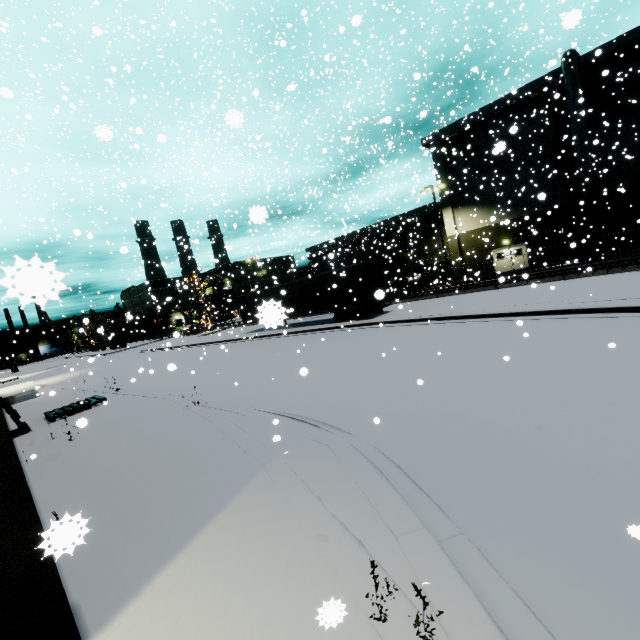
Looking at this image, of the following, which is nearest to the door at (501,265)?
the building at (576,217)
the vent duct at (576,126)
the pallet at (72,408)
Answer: the building at (576,217)

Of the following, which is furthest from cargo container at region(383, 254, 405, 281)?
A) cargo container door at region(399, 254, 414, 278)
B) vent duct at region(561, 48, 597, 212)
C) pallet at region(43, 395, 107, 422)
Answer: pallet at region(43, 395, 107, 422)

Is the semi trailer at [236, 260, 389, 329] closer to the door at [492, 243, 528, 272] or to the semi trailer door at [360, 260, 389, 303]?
the semi trailer door at [360, 260, 389, 303]

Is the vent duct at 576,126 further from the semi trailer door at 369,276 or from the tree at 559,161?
the semi trailer door at 369,276

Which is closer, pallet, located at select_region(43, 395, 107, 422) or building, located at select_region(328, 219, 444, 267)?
pallet, located at select_region(43, 395, 107, 422)

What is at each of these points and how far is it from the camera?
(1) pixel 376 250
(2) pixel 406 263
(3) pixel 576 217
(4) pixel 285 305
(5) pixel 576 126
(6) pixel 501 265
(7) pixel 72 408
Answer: (1) building, 44.1 meters
(2) cargo container door, 32.4 meters
(3) building, 28.2 meters
(4) semi trailer, 26.1 meters
(5) vent duct, 25.5 meters
(6) door, 33.0 meters
(7) pallet, 13.6 meters

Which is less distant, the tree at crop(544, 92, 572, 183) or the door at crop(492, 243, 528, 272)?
the tree at crop(544, 92, 572, 183)

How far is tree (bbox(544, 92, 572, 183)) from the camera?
27.16m
